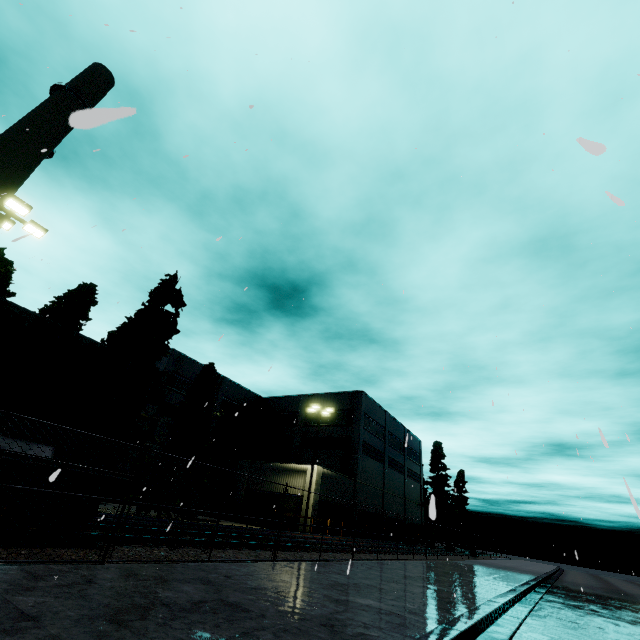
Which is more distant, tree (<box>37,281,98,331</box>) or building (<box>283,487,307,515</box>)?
building (<box>283,487,307,515</box>)

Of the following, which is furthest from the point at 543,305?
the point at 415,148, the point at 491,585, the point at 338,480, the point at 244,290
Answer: the point at 338,480

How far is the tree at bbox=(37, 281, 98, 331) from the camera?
24.6 meters

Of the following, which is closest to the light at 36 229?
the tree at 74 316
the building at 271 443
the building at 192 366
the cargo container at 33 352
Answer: the cargo container at 33 352

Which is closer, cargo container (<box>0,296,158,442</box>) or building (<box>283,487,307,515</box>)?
cargo container (<box>0,296,158,442</box>)

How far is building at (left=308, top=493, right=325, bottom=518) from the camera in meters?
26.8

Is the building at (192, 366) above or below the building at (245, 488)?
above
